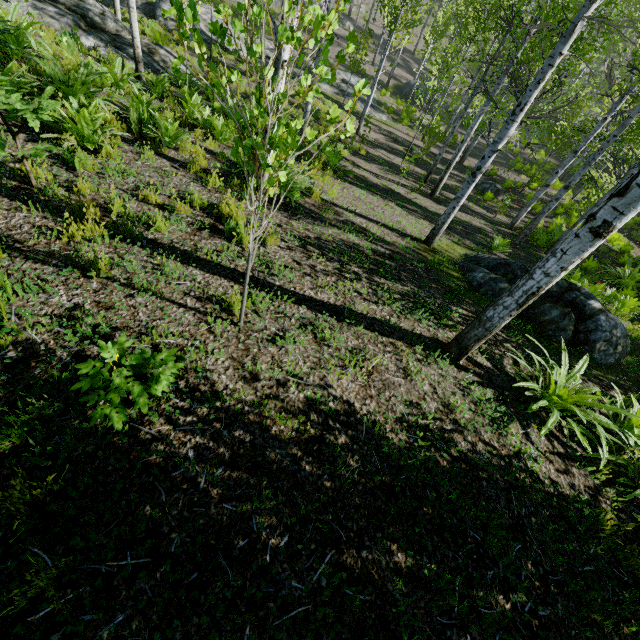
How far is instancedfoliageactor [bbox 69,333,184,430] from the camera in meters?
2.0 m

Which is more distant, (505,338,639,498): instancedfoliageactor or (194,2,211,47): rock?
(194,2,211,47): rock

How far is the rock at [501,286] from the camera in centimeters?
614cm

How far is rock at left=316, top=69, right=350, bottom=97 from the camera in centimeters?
2120cm

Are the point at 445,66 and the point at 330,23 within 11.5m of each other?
no

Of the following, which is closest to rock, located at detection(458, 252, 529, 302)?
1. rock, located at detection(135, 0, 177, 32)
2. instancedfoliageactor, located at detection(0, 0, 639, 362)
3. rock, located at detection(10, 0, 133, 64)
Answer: instancedfoliageactor, located at detection(0, 0, 639, 362)

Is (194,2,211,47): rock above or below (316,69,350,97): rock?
above

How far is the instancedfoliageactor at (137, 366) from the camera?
2.05m
